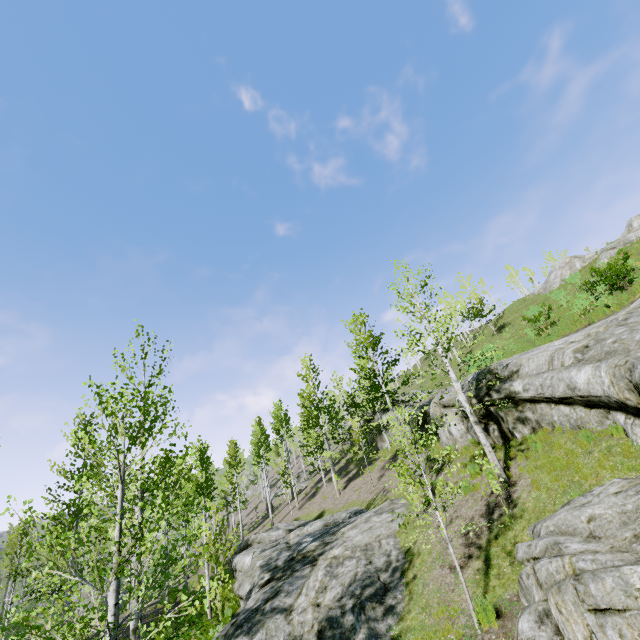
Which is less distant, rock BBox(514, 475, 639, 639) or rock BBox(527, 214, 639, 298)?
rock BBox(514, 475, 639, 639)

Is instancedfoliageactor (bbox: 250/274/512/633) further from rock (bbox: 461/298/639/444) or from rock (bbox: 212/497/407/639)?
rock (bbox: 461/298/639/444)

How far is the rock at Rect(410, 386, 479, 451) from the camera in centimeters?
1532cm

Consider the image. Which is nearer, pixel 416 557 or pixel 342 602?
pixel 342 602

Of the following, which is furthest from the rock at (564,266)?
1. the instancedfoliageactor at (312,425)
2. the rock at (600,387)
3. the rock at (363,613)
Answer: the rock at (363,613)

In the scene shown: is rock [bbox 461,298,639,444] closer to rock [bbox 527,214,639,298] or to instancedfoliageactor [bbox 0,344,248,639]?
instancedfoliageactor [bbox 0,344,248,639]

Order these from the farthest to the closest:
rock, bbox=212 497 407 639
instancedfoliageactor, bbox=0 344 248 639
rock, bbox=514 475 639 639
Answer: rock, bbox=212 497 407 639
instancedfoliageactor, bbox=0 344 248 639
rock, bbox=514 475 639 639
